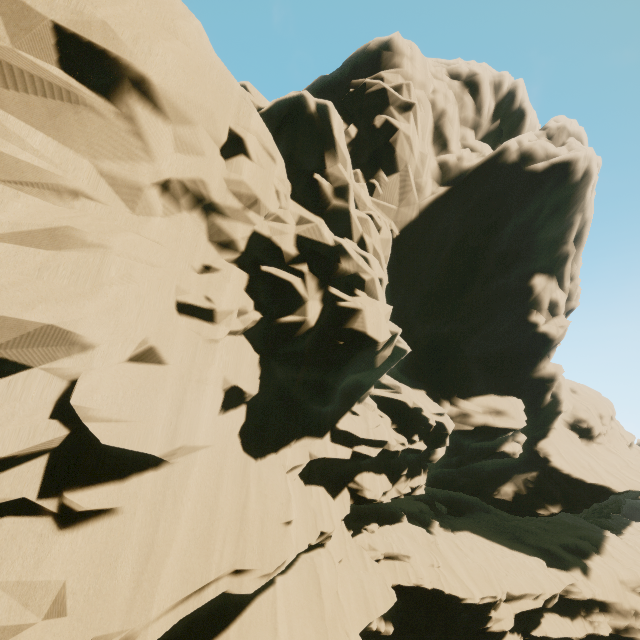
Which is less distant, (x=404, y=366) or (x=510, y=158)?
(x=510, y=158)
